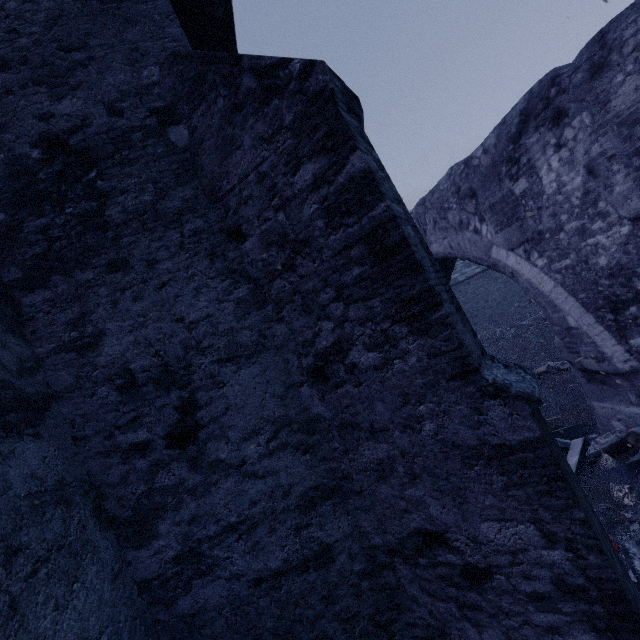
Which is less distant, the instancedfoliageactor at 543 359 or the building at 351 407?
the building at 351 407

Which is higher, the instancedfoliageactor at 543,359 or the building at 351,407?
the building at 351,407

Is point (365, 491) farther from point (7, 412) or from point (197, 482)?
point (7, 412)

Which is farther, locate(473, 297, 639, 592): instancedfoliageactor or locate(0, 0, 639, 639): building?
locate(473, 297, 639, 592): instancedfoliageactor

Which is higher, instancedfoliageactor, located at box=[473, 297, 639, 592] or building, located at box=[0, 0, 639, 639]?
building, located at box=[0, 0, 639, 639]
